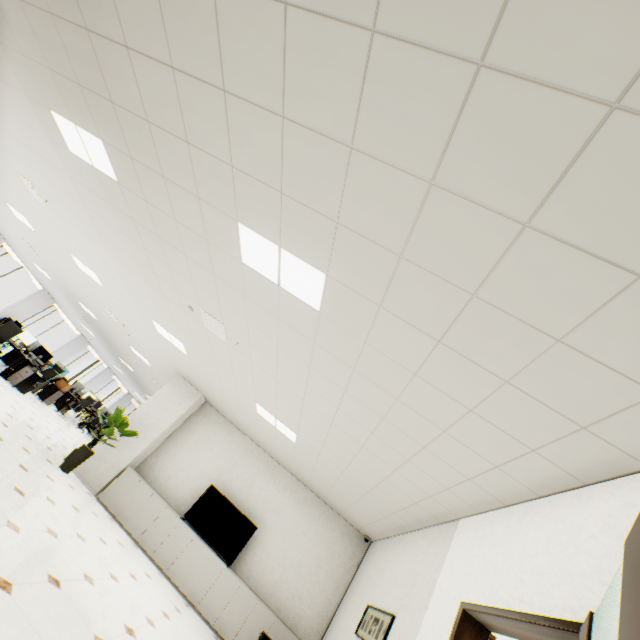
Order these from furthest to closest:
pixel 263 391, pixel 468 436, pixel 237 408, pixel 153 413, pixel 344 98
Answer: pixel 153 413 → pixel 237 408 → pixel 263 391 → pixel 468 436 → pixel 344 98

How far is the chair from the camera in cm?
1094

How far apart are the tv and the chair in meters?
7.8 m

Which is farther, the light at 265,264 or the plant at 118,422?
the plant at 118,422

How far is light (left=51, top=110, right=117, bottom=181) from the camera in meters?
3.6

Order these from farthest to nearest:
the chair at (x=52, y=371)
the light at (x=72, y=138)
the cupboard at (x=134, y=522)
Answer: the chair at (x=52, y=371) → the cupboard at (x=134, y=522) → the light at (x=72, y=138)

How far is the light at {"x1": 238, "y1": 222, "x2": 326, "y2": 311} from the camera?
2.7m

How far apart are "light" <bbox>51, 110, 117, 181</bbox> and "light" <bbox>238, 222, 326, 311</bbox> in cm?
202
